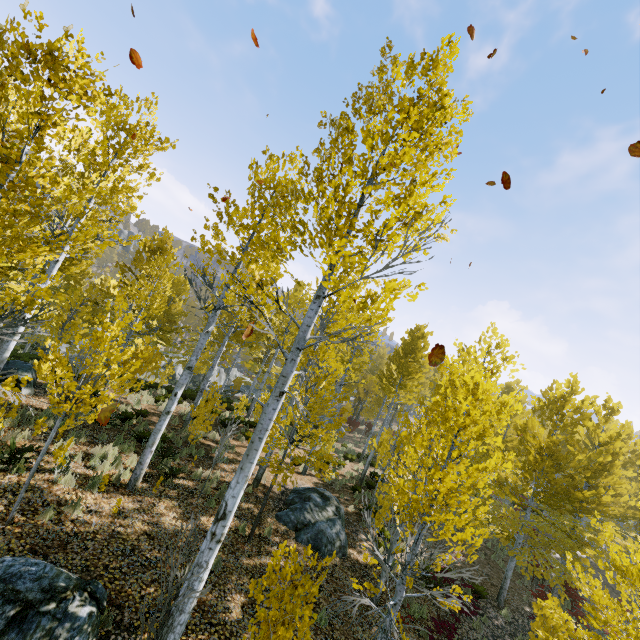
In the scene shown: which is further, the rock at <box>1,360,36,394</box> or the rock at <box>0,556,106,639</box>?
the rock at <box>1,360,36,394</box>

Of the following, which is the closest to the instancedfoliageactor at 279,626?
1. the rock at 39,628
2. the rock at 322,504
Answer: the rock at 39,628

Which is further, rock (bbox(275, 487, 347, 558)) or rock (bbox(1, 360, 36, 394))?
rock (bbox(1, 360, 36, 394))

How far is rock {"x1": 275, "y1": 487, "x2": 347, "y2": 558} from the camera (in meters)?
9.94

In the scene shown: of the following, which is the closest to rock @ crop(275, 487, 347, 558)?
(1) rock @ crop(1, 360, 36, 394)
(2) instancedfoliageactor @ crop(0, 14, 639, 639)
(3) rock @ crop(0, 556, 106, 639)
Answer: (2) instancedfoliageactor @ crop(0, 14, 639, 639)

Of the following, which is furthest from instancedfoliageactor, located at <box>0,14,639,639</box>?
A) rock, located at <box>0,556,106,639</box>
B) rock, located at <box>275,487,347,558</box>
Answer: rock, located at <box>275,487,347,558</box>

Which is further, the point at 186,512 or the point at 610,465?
the point at 610,465

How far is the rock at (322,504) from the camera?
9.94m
